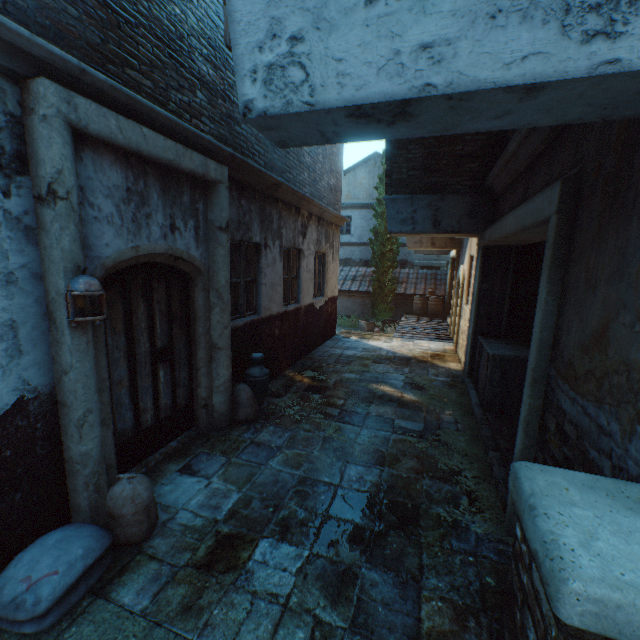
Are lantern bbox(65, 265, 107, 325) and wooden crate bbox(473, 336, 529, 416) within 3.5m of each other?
no

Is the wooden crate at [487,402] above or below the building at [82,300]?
below

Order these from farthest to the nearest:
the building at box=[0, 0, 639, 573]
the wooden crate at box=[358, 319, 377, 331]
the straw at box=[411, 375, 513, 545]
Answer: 1. the wooden crate at box=[358, 319, 377, 331]
2. the straw at box=[411, 375, 513, 545]
3. the building at box=[0, 0, 639, 573]

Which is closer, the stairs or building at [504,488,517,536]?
the stairs

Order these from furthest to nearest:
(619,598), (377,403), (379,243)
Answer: (379,243)
(377,403)
(619,598)

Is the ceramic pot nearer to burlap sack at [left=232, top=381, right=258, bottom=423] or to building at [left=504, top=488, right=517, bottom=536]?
burlap sack at [left=232, top=381, right=258, bottom=423]

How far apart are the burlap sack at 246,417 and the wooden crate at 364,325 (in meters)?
11.83

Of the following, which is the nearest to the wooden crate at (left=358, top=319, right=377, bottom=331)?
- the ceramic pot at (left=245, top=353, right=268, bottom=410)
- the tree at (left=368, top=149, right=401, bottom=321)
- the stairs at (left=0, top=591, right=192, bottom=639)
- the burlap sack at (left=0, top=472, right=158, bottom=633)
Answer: the tree at (left=368, top=149, right=401, bottom=321)
